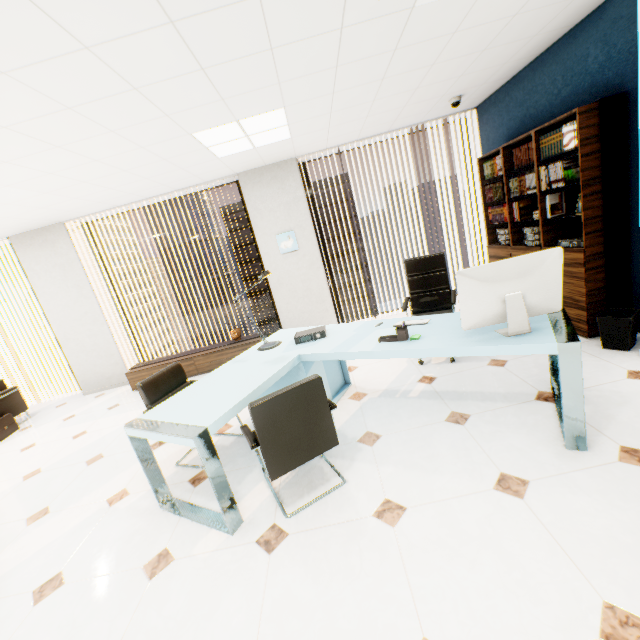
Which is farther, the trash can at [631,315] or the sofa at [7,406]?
the sofa at [7,406]

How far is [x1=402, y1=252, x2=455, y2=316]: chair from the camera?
3.8 meters

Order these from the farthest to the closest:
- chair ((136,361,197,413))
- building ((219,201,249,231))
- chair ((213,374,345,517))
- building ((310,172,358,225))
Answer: building ((219,201,249,231)) → building ((310,172,358,225)) → chair ((136,361,197,413)) → chair ((213,374,345,517))

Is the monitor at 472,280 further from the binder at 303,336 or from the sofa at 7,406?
the sofa at 7,406

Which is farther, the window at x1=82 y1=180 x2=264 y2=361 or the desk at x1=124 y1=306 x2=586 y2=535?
the window at x1=82 y1=180 x2=264 y2=361

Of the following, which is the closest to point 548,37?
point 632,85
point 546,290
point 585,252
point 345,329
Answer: point 632,85

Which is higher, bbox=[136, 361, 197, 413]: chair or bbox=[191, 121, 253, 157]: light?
A: bbox=[191, 121, 253, 157]: light

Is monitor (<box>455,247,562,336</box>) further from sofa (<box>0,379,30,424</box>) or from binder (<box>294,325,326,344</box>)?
sofa (<box>0,379,30,424</box>)
